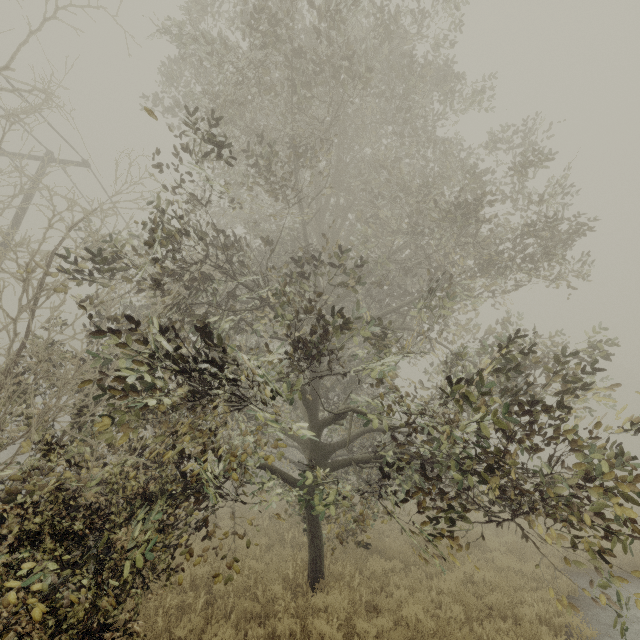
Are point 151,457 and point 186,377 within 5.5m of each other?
yes
